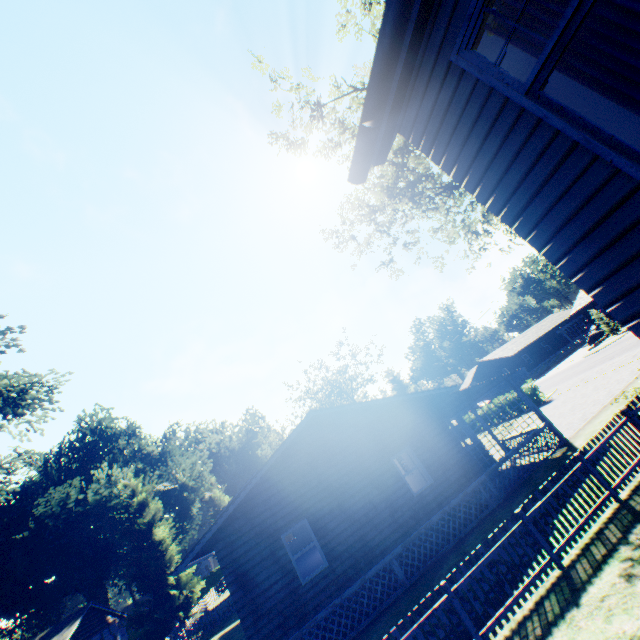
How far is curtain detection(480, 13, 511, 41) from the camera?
2.7 meters

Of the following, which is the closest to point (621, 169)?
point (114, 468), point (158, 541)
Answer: point (158, 541)

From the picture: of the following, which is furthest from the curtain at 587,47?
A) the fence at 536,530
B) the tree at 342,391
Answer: the tree at 342,391

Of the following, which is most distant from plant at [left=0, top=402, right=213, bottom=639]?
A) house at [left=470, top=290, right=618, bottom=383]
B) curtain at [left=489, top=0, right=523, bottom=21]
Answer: house at [left=470, top=290, right=618, bottom=383]

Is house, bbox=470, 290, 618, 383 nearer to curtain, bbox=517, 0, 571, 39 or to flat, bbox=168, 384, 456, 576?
flat, bbox=168, 384, 456, 576

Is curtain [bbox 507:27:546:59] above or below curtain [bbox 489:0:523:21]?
below

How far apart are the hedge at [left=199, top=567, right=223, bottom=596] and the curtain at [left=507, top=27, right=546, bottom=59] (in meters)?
73.76

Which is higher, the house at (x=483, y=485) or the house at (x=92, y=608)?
the house at (x=92, y=608)
